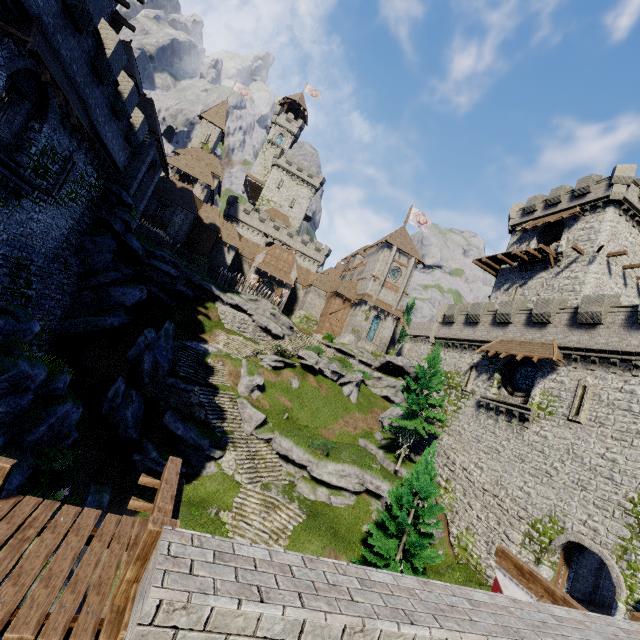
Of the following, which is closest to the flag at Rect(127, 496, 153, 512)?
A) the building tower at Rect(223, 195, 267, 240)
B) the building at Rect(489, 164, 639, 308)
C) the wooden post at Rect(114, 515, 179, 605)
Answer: the wooden post at Rect(114, 515, 179, 605)

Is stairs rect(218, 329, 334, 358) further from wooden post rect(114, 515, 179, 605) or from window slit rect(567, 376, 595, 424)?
wooden post rect(114, 515, 179, 605)

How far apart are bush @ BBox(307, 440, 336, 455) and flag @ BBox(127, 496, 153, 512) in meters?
17.3

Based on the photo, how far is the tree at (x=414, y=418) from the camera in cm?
2438

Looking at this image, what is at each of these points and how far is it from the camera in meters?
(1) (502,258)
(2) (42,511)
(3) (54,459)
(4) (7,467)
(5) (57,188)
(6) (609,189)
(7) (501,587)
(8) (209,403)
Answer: (1) walkway, 34.2
(2) walkway, 4.3
(3) bush, 15.3
(4) stairs, 4.1
(5) window slit, 16.6
(6) building, 27.9
(7) flag, 8.9
(8) stairs, 23.4

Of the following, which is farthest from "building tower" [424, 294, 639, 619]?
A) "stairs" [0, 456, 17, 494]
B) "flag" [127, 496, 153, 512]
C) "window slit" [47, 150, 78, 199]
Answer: "window slit" [47, 150, 78, 199]

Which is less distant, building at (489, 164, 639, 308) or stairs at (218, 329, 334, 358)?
building at (489, 164, 639, 308)

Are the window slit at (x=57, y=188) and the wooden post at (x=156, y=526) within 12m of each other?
no
